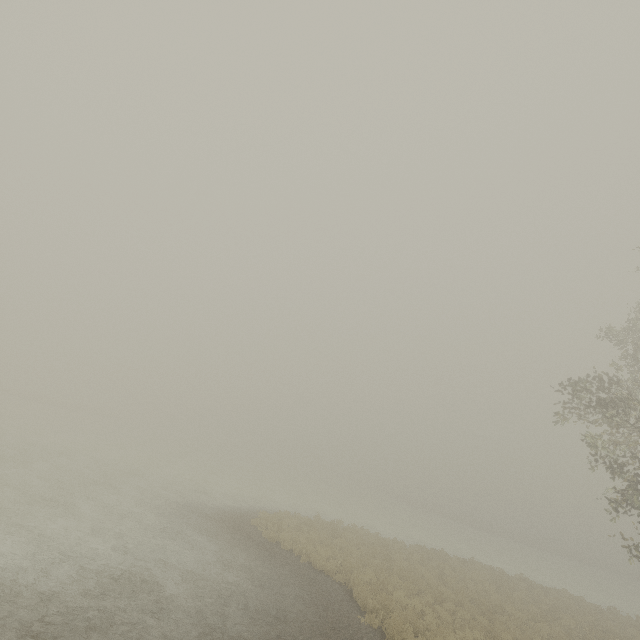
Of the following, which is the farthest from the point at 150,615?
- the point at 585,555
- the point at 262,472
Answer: the point at 585,555
